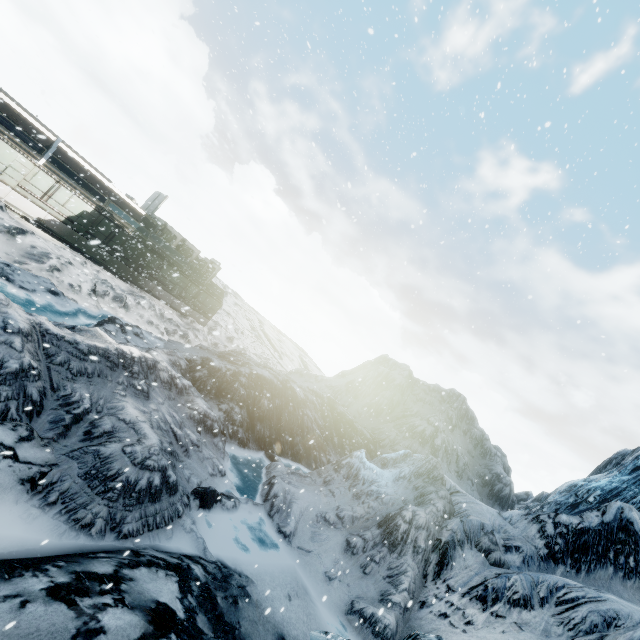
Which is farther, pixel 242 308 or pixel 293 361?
pixel 293 361
